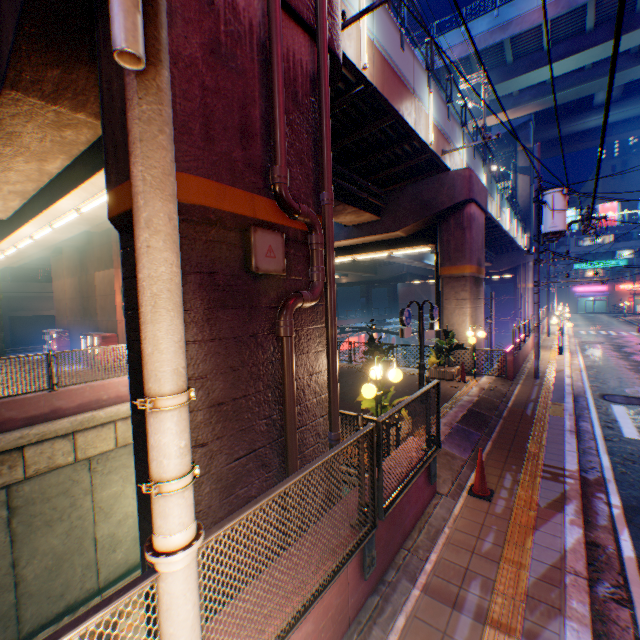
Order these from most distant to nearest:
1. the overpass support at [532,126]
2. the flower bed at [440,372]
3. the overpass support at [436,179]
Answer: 1. the overpass support at [532,126]
2. the flower bed at [440,372]
3. the overpass support at [436,179]

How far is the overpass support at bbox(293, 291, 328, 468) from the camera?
5.12m

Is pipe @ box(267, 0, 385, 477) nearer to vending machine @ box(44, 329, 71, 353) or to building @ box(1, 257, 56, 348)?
vending machine @ box(44, 329, 71, 353)

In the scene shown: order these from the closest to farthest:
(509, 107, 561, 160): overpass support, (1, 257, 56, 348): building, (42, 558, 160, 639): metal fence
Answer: (42, 558, 160, 639): metal fence, (1, 257, 56, 348): building, (509, 107, 561, 160): overpass support

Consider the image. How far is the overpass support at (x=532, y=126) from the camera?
38.94m

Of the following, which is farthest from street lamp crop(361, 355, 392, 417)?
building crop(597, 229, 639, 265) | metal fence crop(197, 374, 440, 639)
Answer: building crop(597, 229, 639, 265)

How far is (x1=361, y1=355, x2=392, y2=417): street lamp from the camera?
6.1m

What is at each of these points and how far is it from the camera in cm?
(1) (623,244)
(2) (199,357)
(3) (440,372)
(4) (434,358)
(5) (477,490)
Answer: (1) building, 5781
(2) overpass support, 374
(3) flower bed, 1353
(4) plants, 1404
(5) road cone, 589
